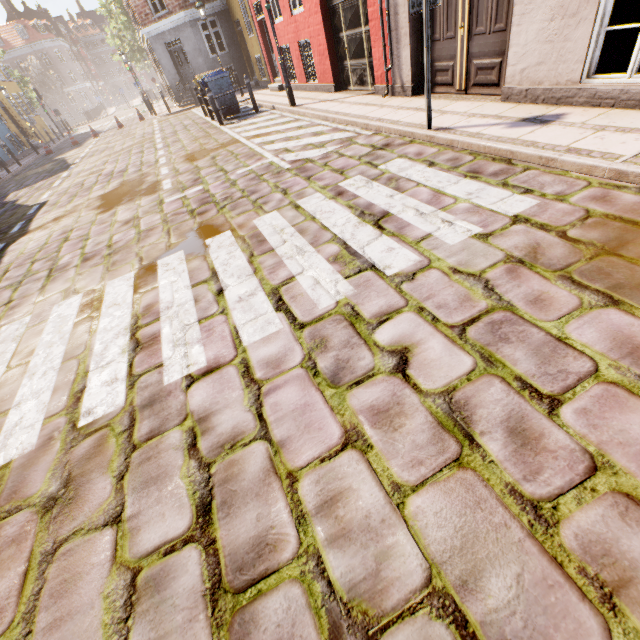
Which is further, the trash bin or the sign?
the trash bin

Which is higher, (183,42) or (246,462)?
(183,42)

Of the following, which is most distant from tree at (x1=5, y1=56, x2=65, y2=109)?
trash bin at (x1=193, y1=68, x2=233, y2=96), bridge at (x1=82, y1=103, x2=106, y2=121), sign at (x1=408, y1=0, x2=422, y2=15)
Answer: sign at (x1=408, y1=0, x2=422, y2=15)

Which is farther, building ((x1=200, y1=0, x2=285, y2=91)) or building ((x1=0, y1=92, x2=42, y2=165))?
building ((x1=0, y1=92, x2=42, y2=165))

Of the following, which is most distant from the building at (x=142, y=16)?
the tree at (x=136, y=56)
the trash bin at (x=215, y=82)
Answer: the trash bin at (x=215, y=82)

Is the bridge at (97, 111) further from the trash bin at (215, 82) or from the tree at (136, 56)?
the trash bin at (215, 82)

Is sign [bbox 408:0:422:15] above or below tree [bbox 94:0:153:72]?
below

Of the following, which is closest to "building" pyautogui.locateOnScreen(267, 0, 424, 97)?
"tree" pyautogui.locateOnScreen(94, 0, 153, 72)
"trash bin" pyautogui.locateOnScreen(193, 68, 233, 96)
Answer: "tree" pyautogui.locateOnScreen(94, 0, 153, 72)
